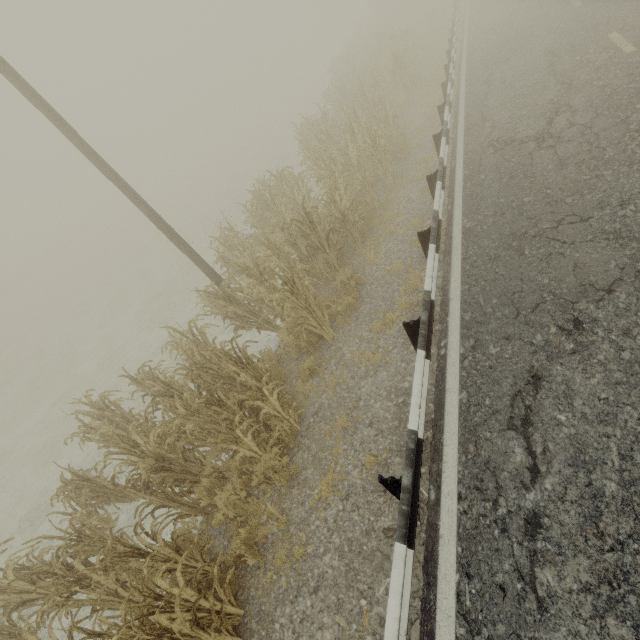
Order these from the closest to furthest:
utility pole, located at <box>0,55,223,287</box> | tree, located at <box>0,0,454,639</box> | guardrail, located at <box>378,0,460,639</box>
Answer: guardrail, located at <box>378,0,460,639</box> → tree, located at <box>0,0,454,639</box> → utility pole, located at <box>0,55,223,287</box>

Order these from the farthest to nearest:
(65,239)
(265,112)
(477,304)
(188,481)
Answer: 1. (65,239)
2. (265,112)
3. (188,481)
4. (477,304)

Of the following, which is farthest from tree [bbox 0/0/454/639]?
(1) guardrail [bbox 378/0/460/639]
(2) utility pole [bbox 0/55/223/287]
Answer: (1) guardrail [bbox 378/0/460/639]

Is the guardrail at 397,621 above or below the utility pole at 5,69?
below

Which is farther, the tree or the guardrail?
the tree

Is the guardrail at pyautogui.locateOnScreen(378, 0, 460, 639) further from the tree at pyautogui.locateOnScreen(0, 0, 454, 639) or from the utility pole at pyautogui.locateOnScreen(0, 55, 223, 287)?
the utility pole at pyautogui.locateOnScreen(0, 55, 223, 287)

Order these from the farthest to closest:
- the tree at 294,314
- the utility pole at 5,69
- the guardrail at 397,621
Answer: the utility pole at 5,69 < the tree at 294,314 < the guardrail at 397,621
